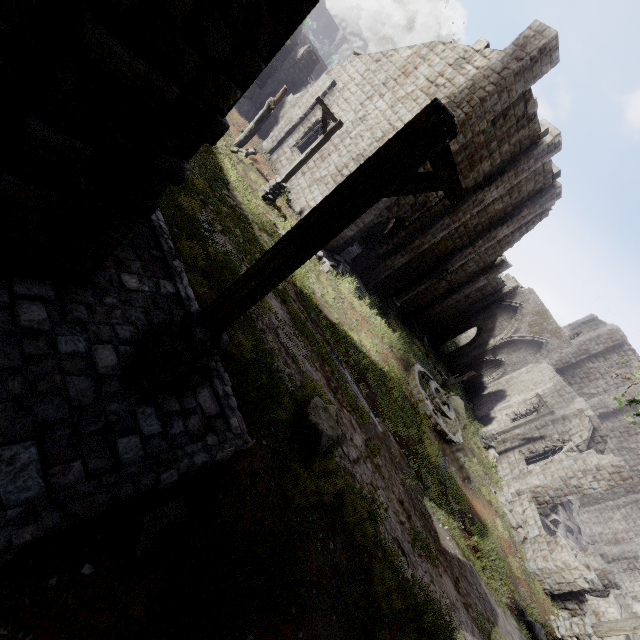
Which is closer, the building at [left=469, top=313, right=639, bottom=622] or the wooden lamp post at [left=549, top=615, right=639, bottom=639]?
the wooden lamp post at [left=549, top=615, right=639, bottom=639]

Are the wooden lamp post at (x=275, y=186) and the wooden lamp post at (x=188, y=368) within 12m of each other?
yes

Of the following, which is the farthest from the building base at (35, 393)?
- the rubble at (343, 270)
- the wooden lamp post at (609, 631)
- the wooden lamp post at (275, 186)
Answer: the wooden lamp post at (609, 631)

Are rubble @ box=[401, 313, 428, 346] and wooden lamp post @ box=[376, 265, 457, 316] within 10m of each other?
yes

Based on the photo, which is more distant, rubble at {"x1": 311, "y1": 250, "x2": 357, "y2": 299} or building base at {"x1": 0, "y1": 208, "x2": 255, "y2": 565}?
rubble at {"x1": 311, "y1": 250, "x2": 357, "y2": 299}

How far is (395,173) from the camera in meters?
3.1 m

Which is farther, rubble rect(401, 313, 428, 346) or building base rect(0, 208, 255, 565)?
rubble rect(401, 313, 428, 346)

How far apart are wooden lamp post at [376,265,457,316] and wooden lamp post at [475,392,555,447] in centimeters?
839cm
